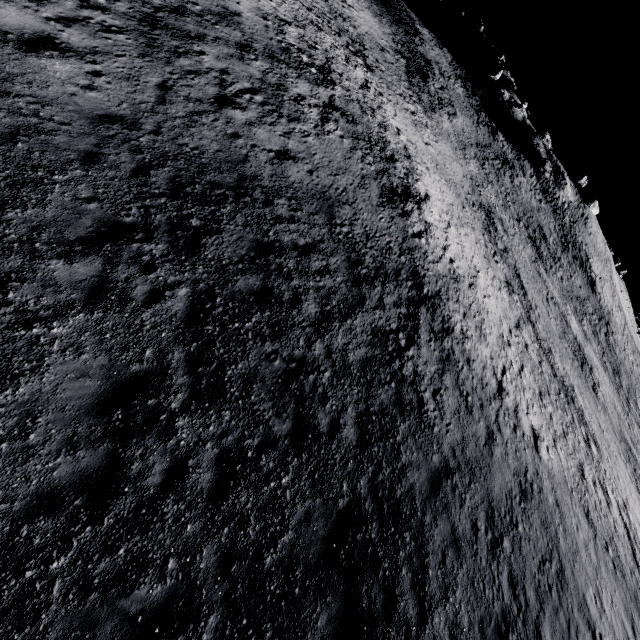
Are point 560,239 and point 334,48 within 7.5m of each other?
no
